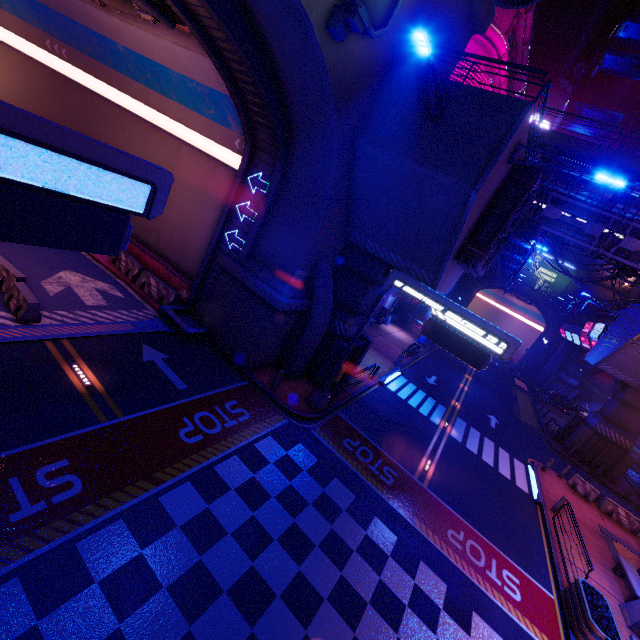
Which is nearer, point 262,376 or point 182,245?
point 262,376

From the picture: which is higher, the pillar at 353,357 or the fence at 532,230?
the fence at 532,230

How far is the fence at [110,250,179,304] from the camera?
16.6 meters

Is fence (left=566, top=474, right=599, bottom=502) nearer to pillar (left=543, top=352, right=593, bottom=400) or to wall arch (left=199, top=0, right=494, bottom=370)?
wall arch (left=199, top=0, right=494, bottom=370)

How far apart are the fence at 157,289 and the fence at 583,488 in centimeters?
2706cm

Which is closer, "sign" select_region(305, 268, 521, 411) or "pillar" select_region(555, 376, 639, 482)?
"sign" select_region(305, 268, 521, 411)

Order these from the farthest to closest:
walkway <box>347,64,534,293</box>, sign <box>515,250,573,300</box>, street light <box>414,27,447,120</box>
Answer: sign <box>515,250,573,300</box> → walkway <box>347,64,534,293</box> → street light <box>414,27,447,120</box>

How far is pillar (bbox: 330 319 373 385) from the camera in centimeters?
1758cm
